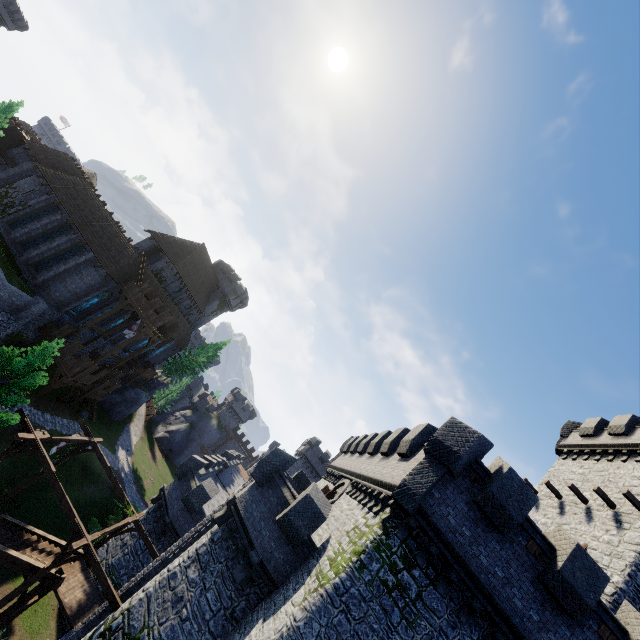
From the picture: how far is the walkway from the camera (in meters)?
28.91

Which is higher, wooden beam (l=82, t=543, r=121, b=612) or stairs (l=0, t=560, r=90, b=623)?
wooden beam (l=82, t=543, r=121, b=612)

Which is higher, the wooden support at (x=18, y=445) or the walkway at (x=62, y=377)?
the wooden support at (x=18, y=445)

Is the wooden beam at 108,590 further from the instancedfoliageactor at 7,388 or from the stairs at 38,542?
the stairs at 38,542

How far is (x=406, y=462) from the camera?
14.1m

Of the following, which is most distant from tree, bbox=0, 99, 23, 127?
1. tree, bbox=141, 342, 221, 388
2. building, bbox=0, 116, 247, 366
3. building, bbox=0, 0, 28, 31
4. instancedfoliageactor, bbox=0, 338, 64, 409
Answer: tree, bbox=141, 342, 221, 388

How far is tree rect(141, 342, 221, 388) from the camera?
52.0 meters

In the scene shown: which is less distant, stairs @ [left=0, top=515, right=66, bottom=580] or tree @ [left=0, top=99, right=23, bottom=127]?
stairs @ [left=0, top=515, right=66, bottom=580]
